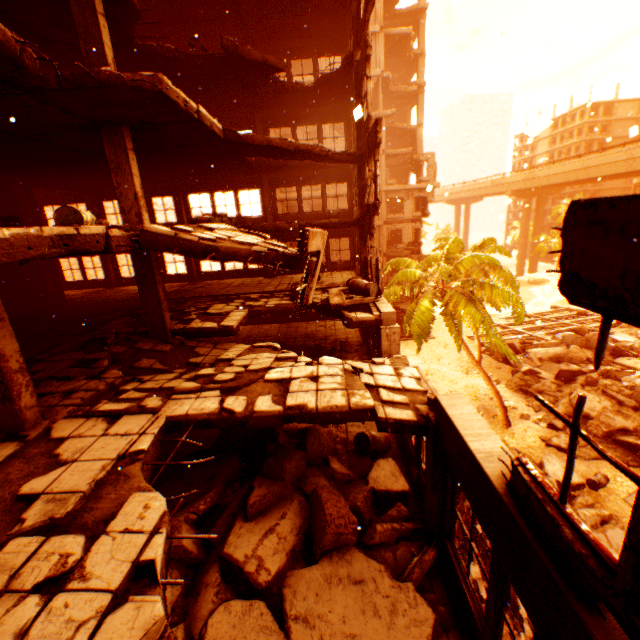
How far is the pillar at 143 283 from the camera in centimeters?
942cm

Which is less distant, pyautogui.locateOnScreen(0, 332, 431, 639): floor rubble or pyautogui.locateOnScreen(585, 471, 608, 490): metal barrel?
pyautogui.locateOnScreen(0, 332, 431, 639): floor rubble

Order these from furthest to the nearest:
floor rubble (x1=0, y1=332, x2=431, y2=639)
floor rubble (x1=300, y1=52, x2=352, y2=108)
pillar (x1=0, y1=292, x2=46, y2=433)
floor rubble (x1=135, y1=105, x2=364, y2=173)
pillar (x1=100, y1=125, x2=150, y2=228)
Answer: floor rubble (x1=300, y1=52, x2=352, y2=108)
floor rubble (x1=135, y1=105, x2=364, y2=173)
pillar (x1=100, y1=125, x2=150, y2=228)
pillar (x1=0, y1=292, x2=46, y2=433)
floor rubble (x1=0, y1=332, x2=431, y2=639)

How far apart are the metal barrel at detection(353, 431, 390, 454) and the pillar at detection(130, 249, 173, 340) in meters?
6.1

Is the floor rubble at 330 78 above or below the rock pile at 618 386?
above

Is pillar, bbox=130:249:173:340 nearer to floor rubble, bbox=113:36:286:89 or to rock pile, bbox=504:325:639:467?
floor rubble, bbox=113:36:286:89

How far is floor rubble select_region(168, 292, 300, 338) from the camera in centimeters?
1030cm

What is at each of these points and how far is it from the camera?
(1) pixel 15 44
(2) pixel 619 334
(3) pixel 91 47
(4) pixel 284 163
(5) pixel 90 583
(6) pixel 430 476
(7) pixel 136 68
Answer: (1) floor rubble, 4.8 meters
(2) rock pile, 26.8 meters
(3) pillar, 7.9 meters
(4) floor rubble, 15.7 meters
(5) floor rubble, 2.9 meters
(6) pillar, 5.5 meters
(7) floor rubble, 11.5 meters
